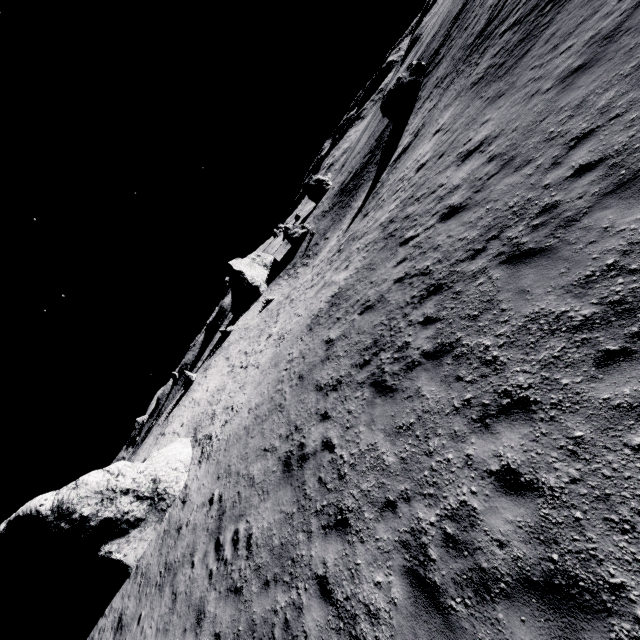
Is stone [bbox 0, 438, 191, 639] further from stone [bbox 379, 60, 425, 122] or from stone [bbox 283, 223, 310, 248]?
stone [bbox 283, 223, 310, 248]

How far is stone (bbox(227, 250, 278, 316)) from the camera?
52.2m

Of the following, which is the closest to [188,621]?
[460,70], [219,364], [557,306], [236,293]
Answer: [557,306]

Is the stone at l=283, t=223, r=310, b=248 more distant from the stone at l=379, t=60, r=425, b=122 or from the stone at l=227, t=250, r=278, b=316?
the stone at l=379, t=60, r=425, b=122

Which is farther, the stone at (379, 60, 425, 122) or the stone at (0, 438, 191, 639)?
the stone at (379, 60, 425, 122)

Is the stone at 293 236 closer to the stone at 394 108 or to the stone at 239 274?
the stone at 239 274

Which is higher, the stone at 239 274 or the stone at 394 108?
the stone at 239 274
